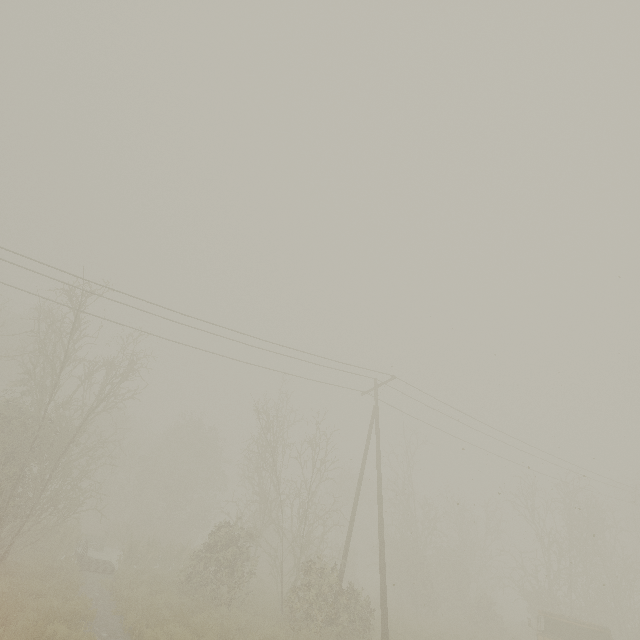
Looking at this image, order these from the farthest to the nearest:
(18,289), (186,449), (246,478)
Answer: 1. (186,449)
2. (246,478)
3. (18,289)
